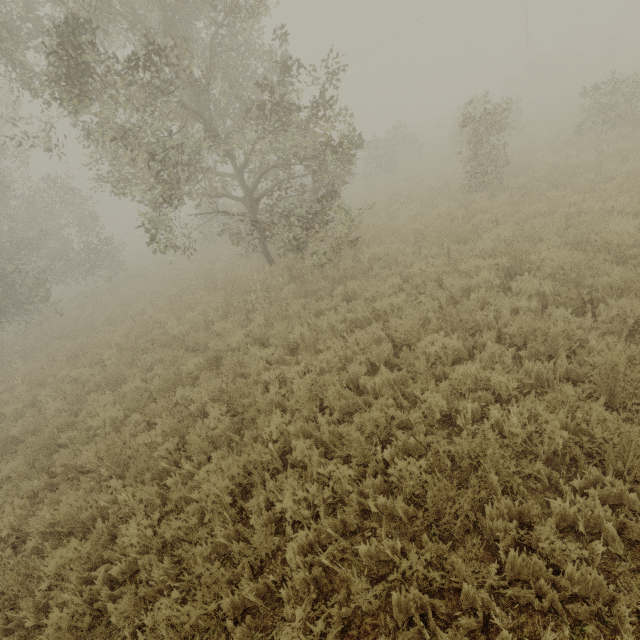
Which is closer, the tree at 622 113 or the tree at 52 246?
the tree at 52 246

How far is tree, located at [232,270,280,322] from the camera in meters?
8.7 m

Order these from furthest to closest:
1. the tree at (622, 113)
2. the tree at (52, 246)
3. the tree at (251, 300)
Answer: the tree at (622, 113), the tree at (251, 300), the tree at (52, 246)

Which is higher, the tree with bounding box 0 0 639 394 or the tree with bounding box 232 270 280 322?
the tree with bounding box 0 0 639 394

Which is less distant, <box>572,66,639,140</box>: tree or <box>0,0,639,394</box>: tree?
<box>0,0,639,394</box>: tree

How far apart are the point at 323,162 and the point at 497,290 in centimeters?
628cm
